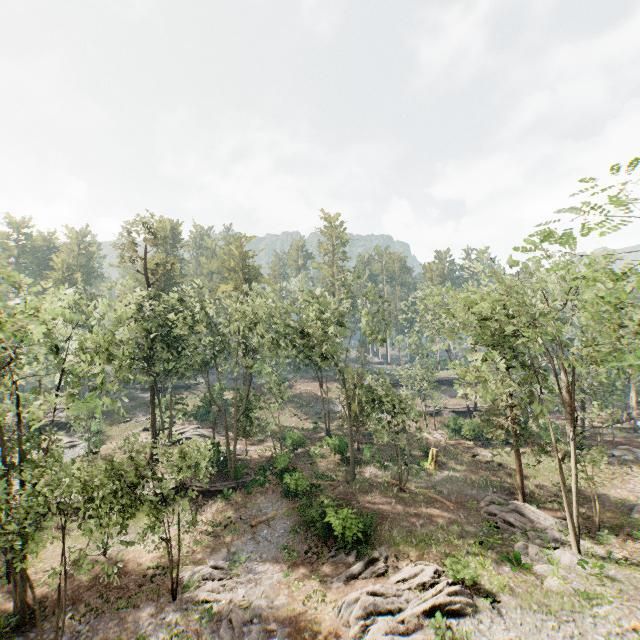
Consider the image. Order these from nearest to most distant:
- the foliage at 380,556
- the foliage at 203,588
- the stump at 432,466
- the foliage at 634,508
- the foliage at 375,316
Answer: the foliage at 203,588 → the foliage at 380,556 → the foliage at 634,508 → the foliage at 375,316 → the stump at 432,466

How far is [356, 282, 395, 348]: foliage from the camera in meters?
28.4 m

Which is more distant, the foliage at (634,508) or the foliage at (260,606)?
the foliage at (634,508)

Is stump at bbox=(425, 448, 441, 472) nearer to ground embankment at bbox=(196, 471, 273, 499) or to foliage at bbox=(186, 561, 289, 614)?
foliage at bbox=(186, 561, 289, 614)

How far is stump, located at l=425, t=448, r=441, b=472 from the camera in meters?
31.1

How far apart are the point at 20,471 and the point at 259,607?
14.68m

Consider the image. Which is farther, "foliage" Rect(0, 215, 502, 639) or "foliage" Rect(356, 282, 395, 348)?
"foliage" Rect(356, 282, 395, 348)
